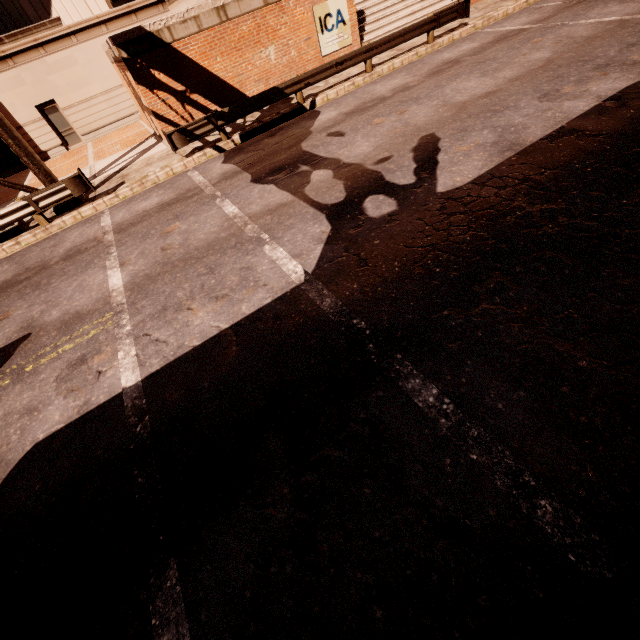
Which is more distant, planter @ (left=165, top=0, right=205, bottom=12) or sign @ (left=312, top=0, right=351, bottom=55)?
sign @ (left=312, top=0, right=351, bottom=55)

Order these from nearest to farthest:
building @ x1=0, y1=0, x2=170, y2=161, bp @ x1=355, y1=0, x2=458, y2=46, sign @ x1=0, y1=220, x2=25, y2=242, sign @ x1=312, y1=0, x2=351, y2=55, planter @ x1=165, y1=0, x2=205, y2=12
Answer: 1. sign @ x1=0, y1=220, x2=25, y2=242
2. planter @ x1=165, y1=0, x2=205, y2=12
3. sign @ x1=312, y1=0, x2=351, y2=55
4. bp @ x1=355, y1=0, x2=458, y2=46
5. building @ x1=0, y1=0, x2=170, y2=161

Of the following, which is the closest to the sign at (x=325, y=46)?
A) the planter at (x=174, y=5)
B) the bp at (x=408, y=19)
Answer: the bp at (x=408, y=19)

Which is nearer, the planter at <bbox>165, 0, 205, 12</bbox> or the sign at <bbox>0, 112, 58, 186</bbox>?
the sign at <bbox>0, 112, 58, 186</bbox>

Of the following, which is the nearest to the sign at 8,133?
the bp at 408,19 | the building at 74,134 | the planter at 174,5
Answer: the planter at 174,5

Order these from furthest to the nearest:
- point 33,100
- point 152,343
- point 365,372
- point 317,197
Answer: point 33,100
point 317,197
point 152,343
point 365,372

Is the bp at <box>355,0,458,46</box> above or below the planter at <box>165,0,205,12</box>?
below

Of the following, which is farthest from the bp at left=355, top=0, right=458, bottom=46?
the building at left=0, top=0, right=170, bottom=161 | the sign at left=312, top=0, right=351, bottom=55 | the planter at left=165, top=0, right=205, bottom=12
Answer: the building at left=0, top=0, right=170, bottom=161
